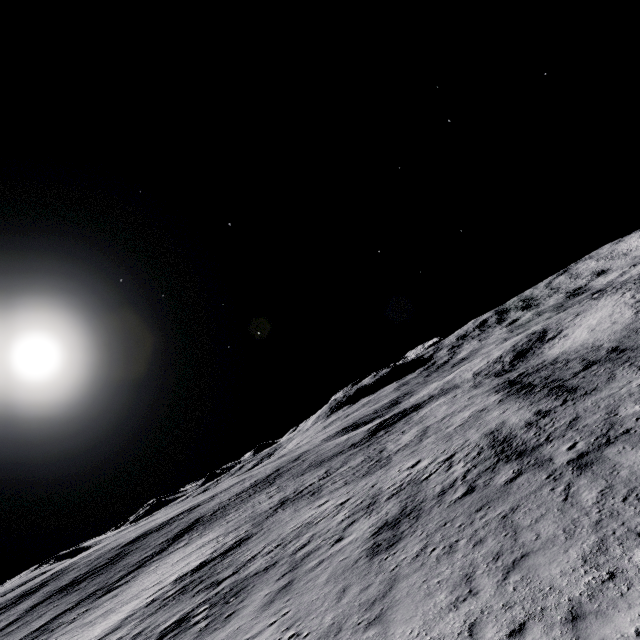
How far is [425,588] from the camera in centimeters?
933cm
